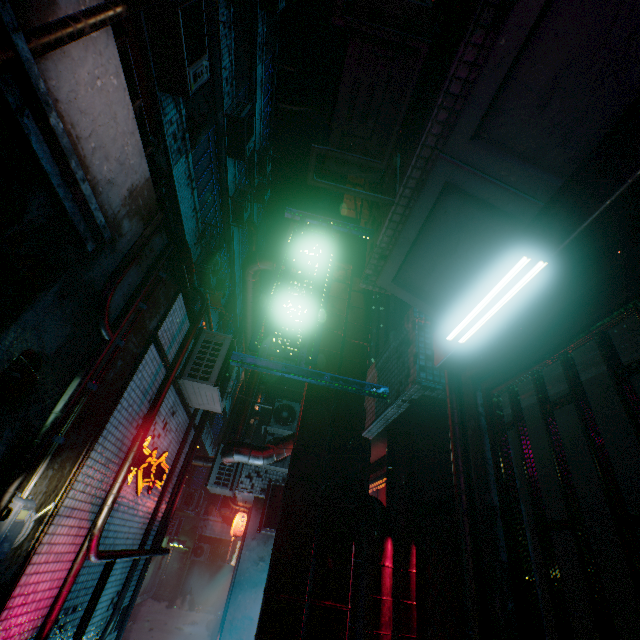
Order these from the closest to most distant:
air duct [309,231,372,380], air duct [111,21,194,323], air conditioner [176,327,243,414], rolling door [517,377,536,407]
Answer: rolling door [517,377,536,407] < air duct [111,21,194,323] < air duct [309,231,372,380] < air conditioner [176,327,243,414]

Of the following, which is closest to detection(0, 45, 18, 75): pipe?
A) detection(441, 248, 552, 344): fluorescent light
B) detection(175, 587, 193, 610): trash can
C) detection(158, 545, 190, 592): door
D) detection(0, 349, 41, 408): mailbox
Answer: detection(0, 349, 41, 408): mailbox

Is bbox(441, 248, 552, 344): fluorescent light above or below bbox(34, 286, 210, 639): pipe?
above

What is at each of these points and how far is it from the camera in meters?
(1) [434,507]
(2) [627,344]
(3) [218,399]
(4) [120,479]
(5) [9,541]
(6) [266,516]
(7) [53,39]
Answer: (1) fence, 2.3 m
(2) rolling door, 1.3 m
(3) air conditioner, 5.1 m
(4) pipe, 3.2 m
(5) power utility box, 2.1 m
(6) air conditioner, 6.2 m
(7) pipe, 1.6 m

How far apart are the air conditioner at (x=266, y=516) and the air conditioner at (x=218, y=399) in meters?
2.1 m

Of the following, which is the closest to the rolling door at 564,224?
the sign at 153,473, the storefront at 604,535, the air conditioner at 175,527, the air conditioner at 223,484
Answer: the storefront at 604,535

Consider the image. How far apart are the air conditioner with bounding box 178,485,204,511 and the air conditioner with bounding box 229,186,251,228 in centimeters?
1158cm

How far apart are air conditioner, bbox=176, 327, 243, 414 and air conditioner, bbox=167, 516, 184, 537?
14.8m
